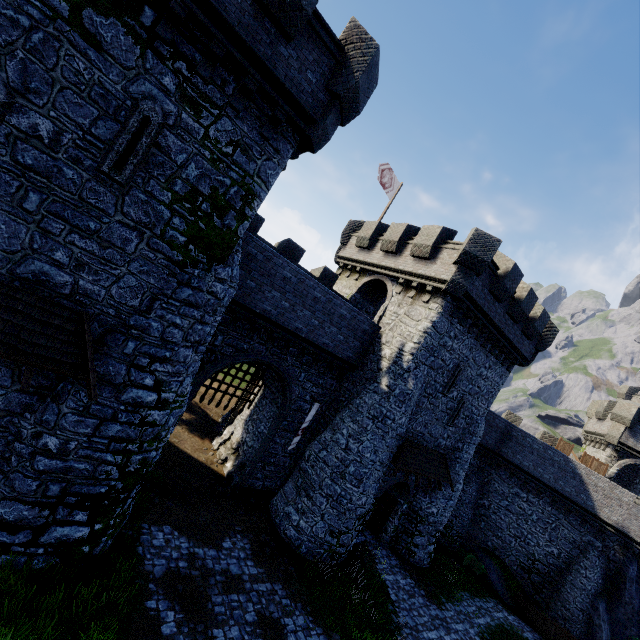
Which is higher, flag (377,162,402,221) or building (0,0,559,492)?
flag (377,162,402,221)

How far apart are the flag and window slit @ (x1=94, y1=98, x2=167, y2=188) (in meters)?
16.13

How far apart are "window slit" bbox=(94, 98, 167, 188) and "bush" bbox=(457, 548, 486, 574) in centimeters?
2897cm

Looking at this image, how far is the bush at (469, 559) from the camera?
22.62m

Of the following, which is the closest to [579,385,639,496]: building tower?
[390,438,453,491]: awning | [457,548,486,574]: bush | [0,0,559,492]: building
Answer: [457,548,486,574]: bush

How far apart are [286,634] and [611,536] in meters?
24.7

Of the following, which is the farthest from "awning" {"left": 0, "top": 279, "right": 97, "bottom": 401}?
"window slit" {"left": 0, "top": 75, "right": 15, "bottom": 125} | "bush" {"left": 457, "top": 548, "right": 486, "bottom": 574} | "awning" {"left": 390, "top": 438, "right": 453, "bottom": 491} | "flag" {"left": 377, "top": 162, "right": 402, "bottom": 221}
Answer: "bush" {"left": 457, "top": 548, "right": 486, "bottom": 574}

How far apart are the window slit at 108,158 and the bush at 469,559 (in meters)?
28.97
